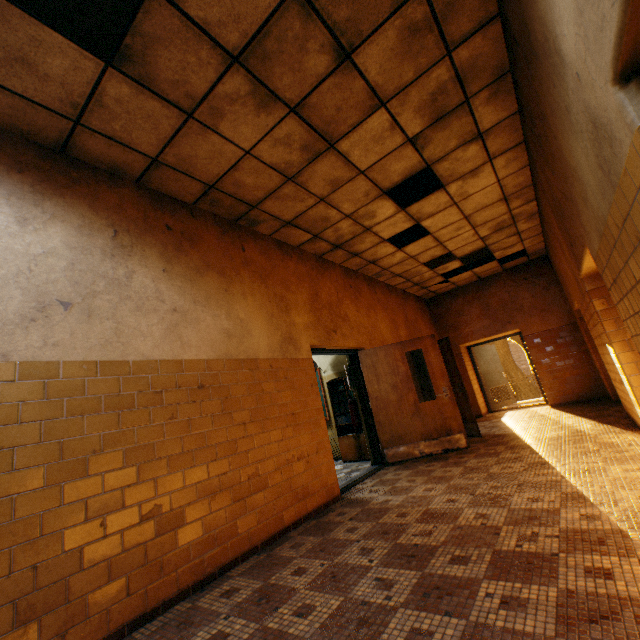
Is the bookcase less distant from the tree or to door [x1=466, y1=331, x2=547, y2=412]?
door [x1=466, y1=331, x2=547, y2=412]

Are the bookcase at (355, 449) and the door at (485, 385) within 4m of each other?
no

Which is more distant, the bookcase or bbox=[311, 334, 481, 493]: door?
the bookcase

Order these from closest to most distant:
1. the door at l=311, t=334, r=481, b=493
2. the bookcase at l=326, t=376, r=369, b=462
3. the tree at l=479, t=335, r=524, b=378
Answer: the door at l=311, t=334, r=481, b=493 → the bookcase at l=326, t=376, r=369, b=462 → the tree at l=479, t=335, r=524, b=378

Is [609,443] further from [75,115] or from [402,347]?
[75,115]

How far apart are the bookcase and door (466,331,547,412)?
5.17m

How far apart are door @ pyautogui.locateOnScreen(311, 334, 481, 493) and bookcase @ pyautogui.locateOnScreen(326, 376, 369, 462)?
0.58m

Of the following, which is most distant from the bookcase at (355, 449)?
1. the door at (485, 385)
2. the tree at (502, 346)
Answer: the tree at (502, 346)
